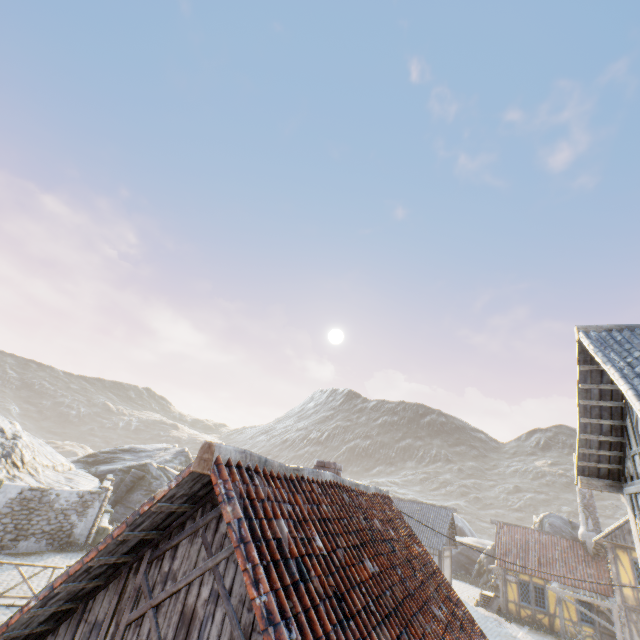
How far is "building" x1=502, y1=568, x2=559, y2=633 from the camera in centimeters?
2139cm

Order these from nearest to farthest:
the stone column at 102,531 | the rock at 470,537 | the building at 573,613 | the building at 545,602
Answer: the stone column at 102,531, the building at 573,613, the building at 545,602, the rock at 470,537

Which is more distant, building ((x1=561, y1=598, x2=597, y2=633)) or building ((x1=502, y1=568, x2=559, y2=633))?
building ((x1=502, y1=568, x2=559, y2=633))

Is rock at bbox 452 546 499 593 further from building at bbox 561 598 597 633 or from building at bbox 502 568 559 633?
building at bbox 561 598 597 633

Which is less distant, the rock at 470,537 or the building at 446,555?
the building at 446,555

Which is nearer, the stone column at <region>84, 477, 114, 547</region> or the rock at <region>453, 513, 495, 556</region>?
the stone column at <region>84, 477, 114, 547</region>

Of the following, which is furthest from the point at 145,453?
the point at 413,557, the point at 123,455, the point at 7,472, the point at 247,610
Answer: the point at 247,610
